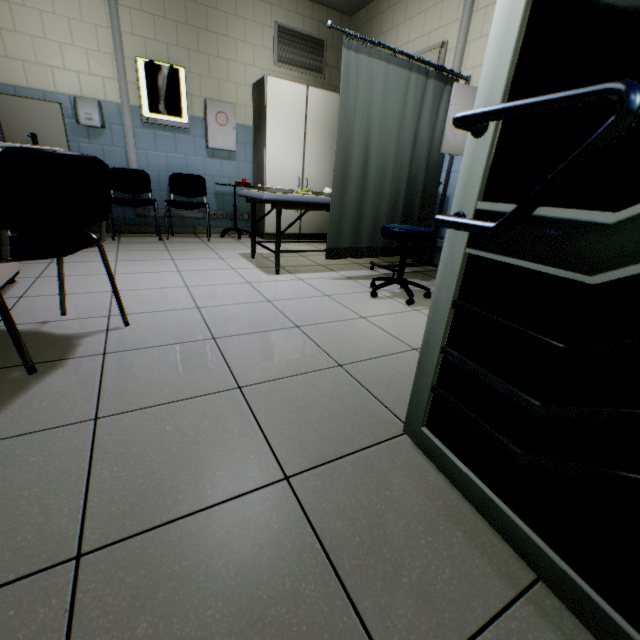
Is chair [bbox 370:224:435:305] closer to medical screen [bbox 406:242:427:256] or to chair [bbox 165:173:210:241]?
medical screen [bbox 406:242:427:256]

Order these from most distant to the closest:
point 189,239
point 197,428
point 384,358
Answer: point 189,239, point 384,358, point 197,428

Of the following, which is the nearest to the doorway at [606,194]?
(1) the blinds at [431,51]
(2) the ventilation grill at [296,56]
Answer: (1) the blinds at [431,51]

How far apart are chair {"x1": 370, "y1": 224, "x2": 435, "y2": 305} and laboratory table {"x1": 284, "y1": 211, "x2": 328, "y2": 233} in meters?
2.6 m

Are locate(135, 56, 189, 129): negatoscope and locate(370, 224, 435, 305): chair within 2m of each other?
no

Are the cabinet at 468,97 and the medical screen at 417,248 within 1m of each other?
yes

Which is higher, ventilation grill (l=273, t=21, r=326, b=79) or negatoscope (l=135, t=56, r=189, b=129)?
ventilation grill (l=273, t=21, r=326, b=79)

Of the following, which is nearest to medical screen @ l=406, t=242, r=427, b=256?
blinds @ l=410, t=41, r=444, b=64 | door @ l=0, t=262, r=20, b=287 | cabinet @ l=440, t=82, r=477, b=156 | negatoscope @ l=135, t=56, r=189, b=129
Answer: cabinet @ l=440, t=82, r=477, b=156
